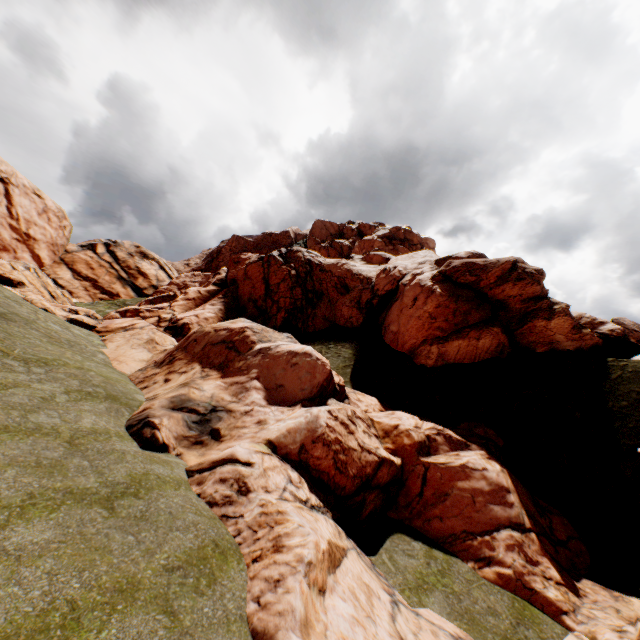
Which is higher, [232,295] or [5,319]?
[232,295]
